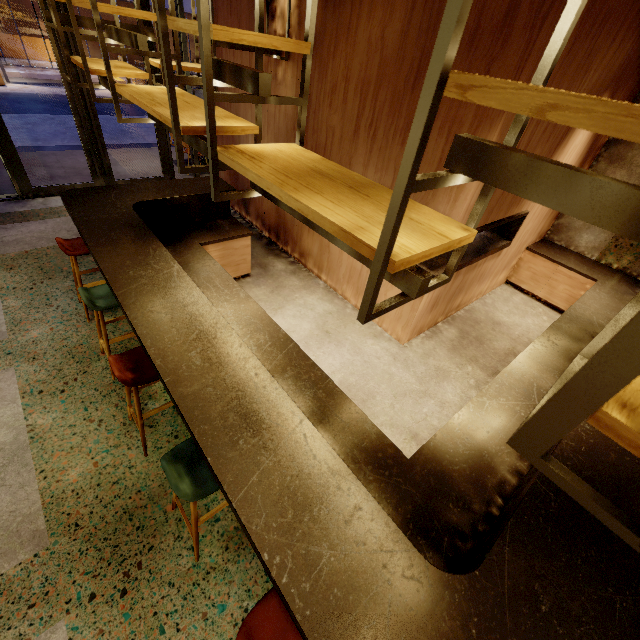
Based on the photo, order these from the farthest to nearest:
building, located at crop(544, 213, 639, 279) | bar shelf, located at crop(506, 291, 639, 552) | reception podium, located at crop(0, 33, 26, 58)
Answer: reception podium, located at crop(0, 33, 26, 58), building, located at crop(544, 213, 639, 279), bar shelf, located at crop(506, 291, 639, 552)

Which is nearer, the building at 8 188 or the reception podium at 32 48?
the building at 8 188

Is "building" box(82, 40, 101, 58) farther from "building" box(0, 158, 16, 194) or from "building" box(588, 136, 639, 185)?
"building" box(588, 136, 639, 185)

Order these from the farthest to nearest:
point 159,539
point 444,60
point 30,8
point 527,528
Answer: point 30,8, point 159,539, point 527,528, point 444,60

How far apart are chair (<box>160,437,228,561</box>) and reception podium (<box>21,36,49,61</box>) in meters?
29.0 m

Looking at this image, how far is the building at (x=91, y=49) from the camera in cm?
2150

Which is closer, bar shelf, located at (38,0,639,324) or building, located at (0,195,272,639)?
bar shelf, located at (38,0,639,324)

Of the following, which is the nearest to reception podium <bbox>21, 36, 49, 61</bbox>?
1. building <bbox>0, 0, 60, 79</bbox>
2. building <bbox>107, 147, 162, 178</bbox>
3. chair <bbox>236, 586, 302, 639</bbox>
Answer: building <bbox>0, 0, 60, 79</bbox>
